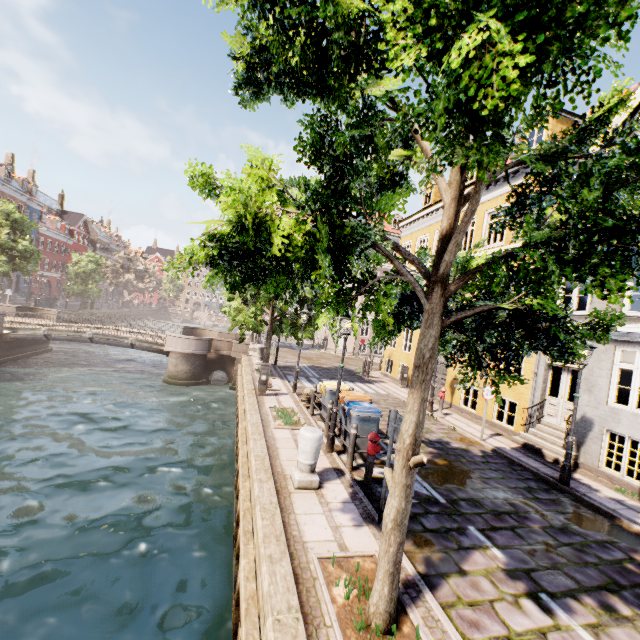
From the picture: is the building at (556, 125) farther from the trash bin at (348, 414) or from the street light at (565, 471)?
the street light at (565, 471)

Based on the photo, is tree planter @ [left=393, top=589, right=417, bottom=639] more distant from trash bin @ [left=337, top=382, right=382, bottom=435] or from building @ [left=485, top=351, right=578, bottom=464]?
building @ [left=485, top=351, right=578, bottom=464]

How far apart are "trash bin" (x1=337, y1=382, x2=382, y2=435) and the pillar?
1.66m

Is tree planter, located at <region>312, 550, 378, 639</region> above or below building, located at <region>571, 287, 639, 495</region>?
below

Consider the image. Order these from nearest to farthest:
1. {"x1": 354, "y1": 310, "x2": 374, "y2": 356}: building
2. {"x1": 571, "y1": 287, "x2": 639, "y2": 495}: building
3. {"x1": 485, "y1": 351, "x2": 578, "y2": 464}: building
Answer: {"x1": 571, "y1": 287, "x2": 639, "y2": 495}: building < {"x1": 485, "y1": 351, "x2": 578, "y2": 464}: building < {"x1": 354, "y1": 310, "x2": 374, "y2": 356}: building

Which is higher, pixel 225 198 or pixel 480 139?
pixel 480 139

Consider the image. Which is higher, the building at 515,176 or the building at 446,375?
the building at 515,176

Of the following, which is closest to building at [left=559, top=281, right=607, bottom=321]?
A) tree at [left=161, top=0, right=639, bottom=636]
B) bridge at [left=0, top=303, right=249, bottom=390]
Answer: tree at [left=161, top=0, right=639, bottom=636]
